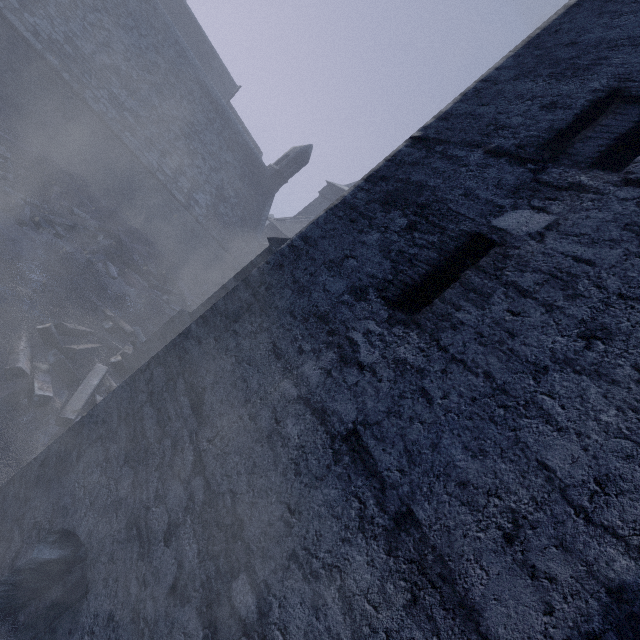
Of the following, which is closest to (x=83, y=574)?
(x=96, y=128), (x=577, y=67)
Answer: (x=577, y=67)

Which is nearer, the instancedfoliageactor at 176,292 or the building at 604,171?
the building at 604,171

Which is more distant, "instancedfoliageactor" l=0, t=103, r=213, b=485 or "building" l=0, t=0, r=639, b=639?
"instancedfoliageactor" l=0, t=103, r=213, b=485

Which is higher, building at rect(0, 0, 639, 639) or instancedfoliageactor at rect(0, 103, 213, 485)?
building at rect(0, 0, 639, 639)

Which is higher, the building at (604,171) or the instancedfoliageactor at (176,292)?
the building at (604,171)
